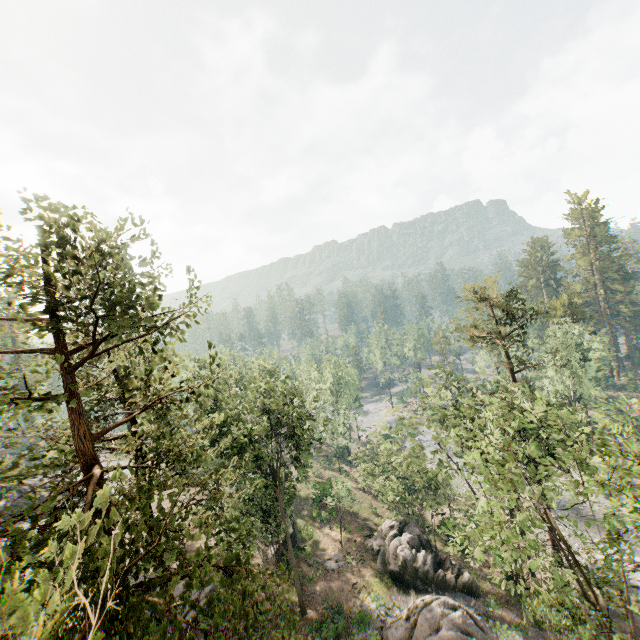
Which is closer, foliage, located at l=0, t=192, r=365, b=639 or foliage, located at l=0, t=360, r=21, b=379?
foliage, located at l=0, t=192, r=365, b=639

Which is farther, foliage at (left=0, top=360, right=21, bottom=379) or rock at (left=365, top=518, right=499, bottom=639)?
→ rock at (left=365, top=518, right=499, bottom=639)

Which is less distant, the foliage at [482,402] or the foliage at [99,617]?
the foliage at [99,617]

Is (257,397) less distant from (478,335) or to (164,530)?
(478,335)

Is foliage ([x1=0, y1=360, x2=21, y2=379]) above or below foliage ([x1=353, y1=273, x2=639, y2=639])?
above

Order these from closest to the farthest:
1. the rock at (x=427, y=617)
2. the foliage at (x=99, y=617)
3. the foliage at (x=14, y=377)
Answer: the foliage at (x=99, y=617) → the foliage at (x=14, y=377) → the rock at (x=427, y=617)

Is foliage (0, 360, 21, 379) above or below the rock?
above
